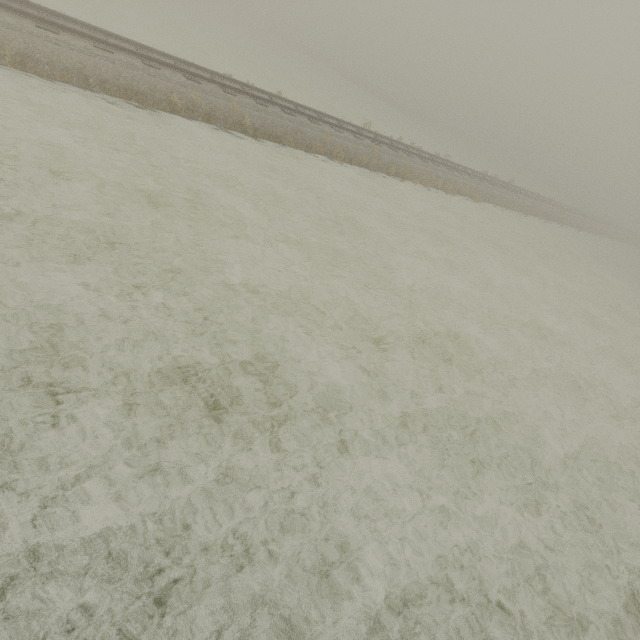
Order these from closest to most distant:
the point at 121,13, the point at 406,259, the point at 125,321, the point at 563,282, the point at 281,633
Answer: the point at 281,633 → the point at 125,321 → the point at 406,259 → the point at 563,282 → the point at 121,13
